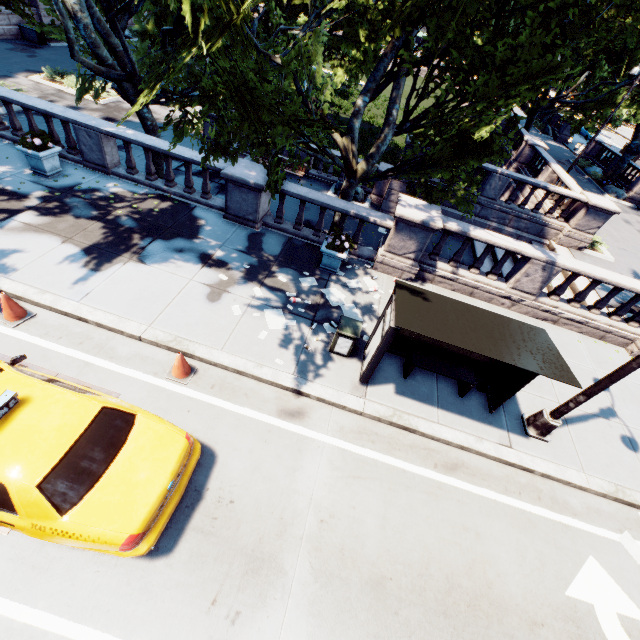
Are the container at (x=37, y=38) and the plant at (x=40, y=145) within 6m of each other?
no

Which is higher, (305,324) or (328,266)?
(328,266)

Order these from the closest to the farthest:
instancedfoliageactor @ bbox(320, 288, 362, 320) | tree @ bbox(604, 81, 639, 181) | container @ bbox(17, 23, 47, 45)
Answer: instancedfoliageactor @ bbox(320, 288, 362, 320)
tree @ bbox(604, 81, 639, 181)
container @ bbox(17, 23, 47, 45)

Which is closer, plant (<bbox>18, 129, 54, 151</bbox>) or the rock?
plant (<bbox>18, 129, 54, 151</bbox>)

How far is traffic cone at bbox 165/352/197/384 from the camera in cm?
656

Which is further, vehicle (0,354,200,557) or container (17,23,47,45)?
container (17,23,47,45)

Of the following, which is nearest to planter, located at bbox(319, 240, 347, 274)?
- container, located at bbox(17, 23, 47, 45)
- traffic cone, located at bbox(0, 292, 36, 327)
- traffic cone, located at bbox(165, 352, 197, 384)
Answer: traffic cone, located at bbox(165, 352, 197, 384)

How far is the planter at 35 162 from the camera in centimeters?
976cm
